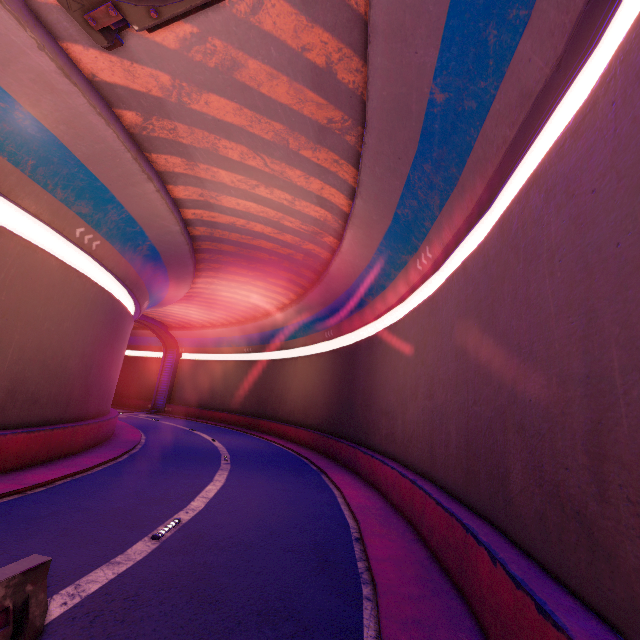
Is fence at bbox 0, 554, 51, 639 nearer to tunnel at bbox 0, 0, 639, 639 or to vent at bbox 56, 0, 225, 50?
tunnel at bbox 0, 0, 639, 639

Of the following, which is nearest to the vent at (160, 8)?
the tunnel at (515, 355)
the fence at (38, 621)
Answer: the tunnel at (515, 355)

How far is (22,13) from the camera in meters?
7.4 m

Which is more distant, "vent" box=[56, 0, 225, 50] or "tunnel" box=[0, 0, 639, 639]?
"vent" box=[56, 0, 225, 50]

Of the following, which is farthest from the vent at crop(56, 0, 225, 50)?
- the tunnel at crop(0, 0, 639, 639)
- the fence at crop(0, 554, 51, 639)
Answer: the fence at crop(0, 554, 51, 639)

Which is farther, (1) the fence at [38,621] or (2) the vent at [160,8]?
(2) the vent at [160,8]
